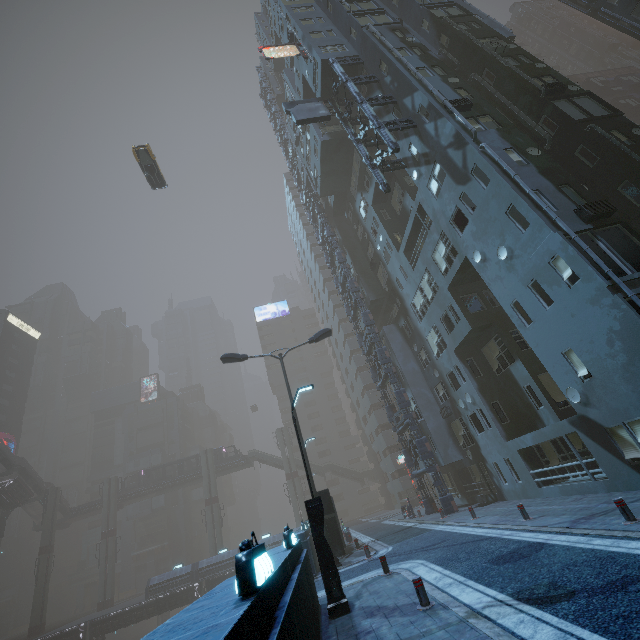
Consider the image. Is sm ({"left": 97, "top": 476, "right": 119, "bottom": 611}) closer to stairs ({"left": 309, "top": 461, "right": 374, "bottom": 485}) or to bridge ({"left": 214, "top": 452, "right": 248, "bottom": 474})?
bridge ({"left": 214, "top": 452, "right": 248, "bottom": 474})

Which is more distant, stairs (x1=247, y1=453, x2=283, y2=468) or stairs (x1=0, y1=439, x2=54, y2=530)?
stairs (x1=247, y1=453, x2=283, y2=468)

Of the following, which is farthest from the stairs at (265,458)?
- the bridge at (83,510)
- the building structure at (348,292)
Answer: the building structure at (348,292)

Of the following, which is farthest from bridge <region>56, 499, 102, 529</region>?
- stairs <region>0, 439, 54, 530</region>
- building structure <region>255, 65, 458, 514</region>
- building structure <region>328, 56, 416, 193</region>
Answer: building structure <region>328, 56, 416, 193</region>

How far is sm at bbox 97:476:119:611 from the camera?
47.56m

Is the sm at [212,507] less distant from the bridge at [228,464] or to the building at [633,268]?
the bridge at [228,464]

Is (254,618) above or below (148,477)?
below

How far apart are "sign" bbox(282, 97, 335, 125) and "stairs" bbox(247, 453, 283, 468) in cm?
5358
